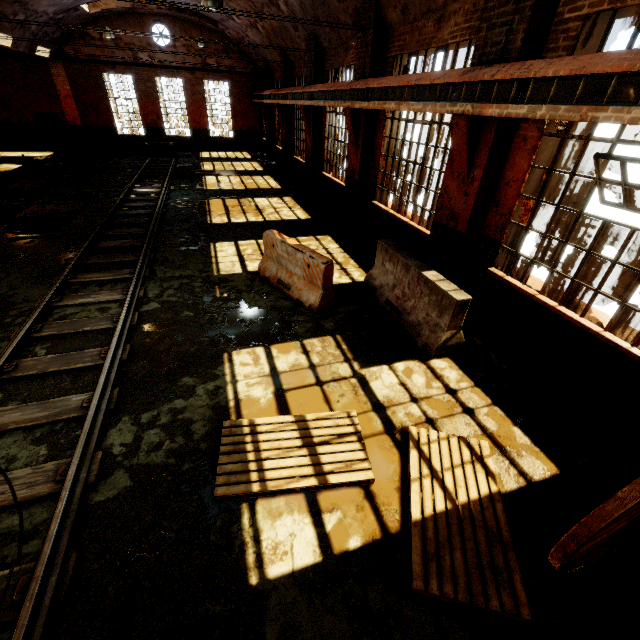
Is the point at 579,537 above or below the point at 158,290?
above

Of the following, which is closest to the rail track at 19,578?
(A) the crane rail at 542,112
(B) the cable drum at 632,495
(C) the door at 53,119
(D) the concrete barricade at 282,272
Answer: (D) the concrete barricade at 282,272

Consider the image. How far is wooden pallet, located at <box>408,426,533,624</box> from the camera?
2.64m

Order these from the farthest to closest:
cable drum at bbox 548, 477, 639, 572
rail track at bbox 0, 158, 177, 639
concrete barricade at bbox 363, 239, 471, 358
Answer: concrete barricade at bbox 363, 239, 471, 358 → rail track at bbox 0, 158, 177, 639 → cable drum at bbox 548, 477, 639, 572

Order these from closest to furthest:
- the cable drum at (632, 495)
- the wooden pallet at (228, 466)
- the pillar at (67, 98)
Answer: the cable drum at (632, 495), the wooden pallet at (228, 466), the pillar at (67, 98)

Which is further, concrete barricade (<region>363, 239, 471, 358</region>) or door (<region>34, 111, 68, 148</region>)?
door (<region>34, 111, 68, 148</region>)

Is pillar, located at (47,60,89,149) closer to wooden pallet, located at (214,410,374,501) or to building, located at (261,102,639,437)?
building, located at (261,102,639,437)

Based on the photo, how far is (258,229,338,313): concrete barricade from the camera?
6.06m
